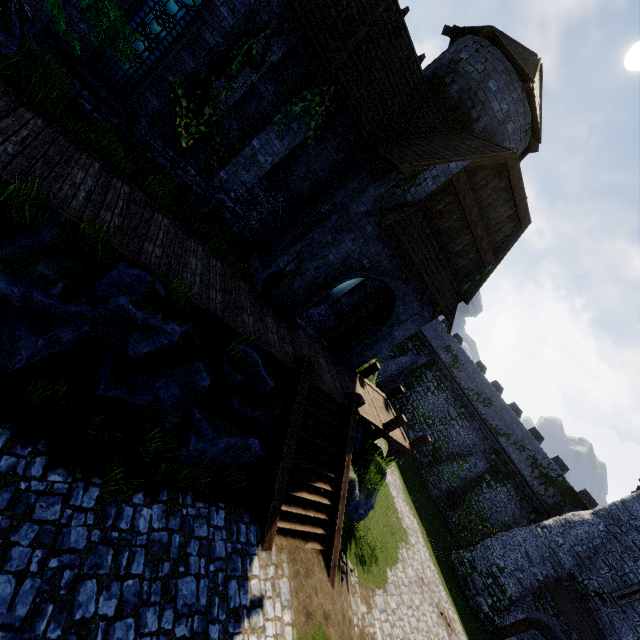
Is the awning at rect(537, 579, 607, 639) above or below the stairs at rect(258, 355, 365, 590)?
above

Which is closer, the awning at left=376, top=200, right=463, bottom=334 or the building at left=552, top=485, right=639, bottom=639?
the awning at left=376, top=200, right=463, bottom=334

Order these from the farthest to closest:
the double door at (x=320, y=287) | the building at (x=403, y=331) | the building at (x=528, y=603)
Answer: the building at (x=528, y=603) < the building at (x=403, y=331) < the double door at (x=320, y=287)

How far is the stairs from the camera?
8.2 meters

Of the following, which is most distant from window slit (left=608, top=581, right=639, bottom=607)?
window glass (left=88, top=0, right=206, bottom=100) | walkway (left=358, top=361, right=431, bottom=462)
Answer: window glass (left=88, top=0, right=206, bottom=100)

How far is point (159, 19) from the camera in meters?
8.5 m

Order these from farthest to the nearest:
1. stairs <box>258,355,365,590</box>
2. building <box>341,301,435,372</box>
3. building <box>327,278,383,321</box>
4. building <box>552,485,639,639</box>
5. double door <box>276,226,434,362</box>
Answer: building <box>552,485,639,639</box> → building <box>327,278,383,321</box> → building <box>341,301,435,372</box> → double door <box>276,226,434,362</box> → stairs <box>258,355,365,590</box>

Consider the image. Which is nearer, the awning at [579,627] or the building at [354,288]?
the building at [354,288]
